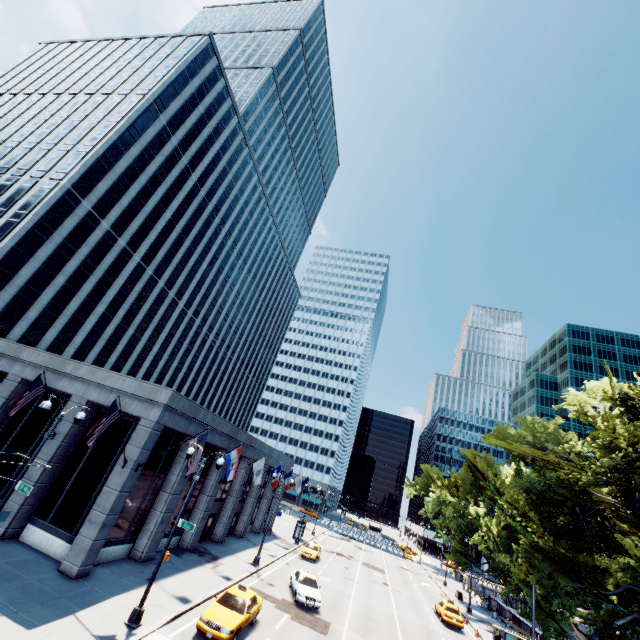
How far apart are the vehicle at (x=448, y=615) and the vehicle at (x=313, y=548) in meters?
13.0

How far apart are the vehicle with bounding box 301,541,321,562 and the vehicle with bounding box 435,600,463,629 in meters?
13.0

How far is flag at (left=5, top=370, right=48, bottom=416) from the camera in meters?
17.2 m

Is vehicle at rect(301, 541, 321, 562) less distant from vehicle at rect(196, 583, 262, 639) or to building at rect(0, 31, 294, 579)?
building at rect(0, 31, 294, 579)

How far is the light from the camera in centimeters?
1381cm

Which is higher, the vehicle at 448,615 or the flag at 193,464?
the flag at 193,464

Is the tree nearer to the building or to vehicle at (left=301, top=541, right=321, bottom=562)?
vehicle at (left=301, top=541, right=321, bottom=562)

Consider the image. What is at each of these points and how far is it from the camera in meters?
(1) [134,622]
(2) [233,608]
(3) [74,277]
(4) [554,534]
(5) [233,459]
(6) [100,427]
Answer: (1) light, 13.8
(2) vehicle, 16.2
(3) building, 36.5
(4) tree, 19.5
(5) flag, 23.4
(6) flag, 16.1
